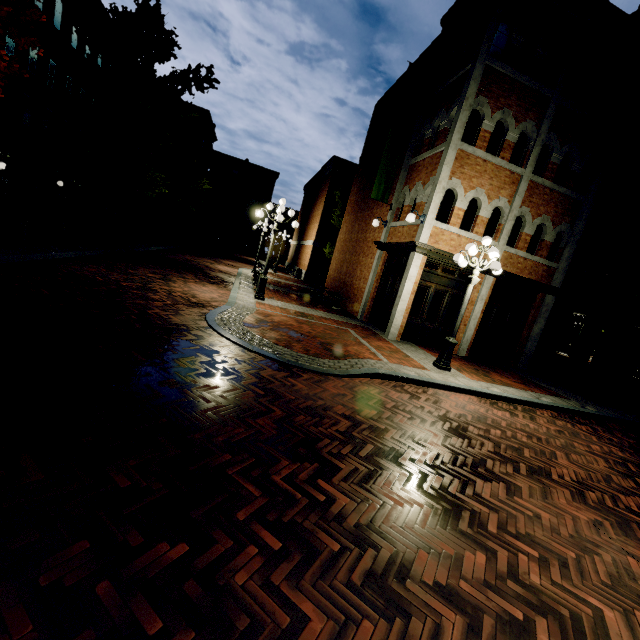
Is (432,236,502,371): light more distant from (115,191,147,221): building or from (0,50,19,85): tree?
(115,191,147,221): building

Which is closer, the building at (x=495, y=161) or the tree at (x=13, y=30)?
the tree at (x=13, y=30)

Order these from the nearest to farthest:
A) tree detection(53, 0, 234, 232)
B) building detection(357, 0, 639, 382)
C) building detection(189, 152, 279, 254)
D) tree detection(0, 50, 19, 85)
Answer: tree detection(0, 50, 19, 85) → building detection(357, 0, 639, 382) → tree detection(53, 0, 234, 232) → building detection(189, 152, 279, 254)

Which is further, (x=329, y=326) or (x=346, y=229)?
(x=346, y=229)

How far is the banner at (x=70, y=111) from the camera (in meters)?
18.95

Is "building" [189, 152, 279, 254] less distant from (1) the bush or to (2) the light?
(1) the bush

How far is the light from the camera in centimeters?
801cm

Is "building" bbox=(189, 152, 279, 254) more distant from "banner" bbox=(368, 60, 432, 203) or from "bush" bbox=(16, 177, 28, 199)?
"banner" bbox=(368, 60, 432, 203)
